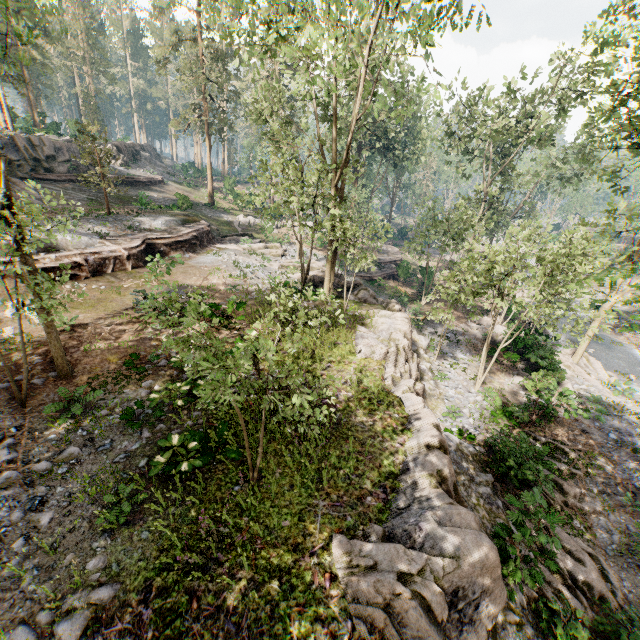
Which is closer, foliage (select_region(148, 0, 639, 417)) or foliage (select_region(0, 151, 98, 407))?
foliage (select_region(0, 151, 98, 407))

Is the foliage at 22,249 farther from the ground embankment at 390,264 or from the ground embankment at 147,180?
the ground embankment at 147,180

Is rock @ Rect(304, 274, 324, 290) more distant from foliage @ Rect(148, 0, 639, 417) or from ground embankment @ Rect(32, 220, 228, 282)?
ground embankment @ Rect(32, 220, 228, 282)

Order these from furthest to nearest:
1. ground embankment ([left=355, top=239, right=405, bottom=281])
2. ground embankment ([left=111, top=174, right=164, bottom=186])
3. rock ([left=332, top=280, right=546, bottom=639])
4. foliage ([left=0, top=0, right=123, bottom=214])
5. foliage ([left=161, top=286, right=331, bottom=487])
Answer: ground embankment ([left=111, top=174, right=164, bottom=186]) → ground embankment ([left=355, top=239, right=405, bottom=281]) → foliage ([left=0, top=0, right=123, bottom=214]) → rock ([left=332, top=280, right=546, bottom=639]) → foliage ([left=161, top=286, right=331, bottom=487])

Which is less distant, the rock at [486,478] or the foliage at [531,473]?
the rock at [486,478]

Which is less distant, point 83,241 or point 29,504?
point 29,504

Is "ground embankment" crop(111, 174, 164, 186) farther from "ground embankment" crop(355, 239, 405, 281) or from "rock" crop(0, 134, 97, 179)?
"ground embankment" crop(355, 239, 405, 281)

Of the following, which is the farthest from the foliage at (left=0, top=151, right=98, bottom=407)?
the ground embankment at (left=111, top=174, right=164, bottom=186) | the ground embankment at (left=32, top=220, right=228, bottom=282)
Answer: the ground embankment at (left=111, top=174, right=164, bottom=186)
